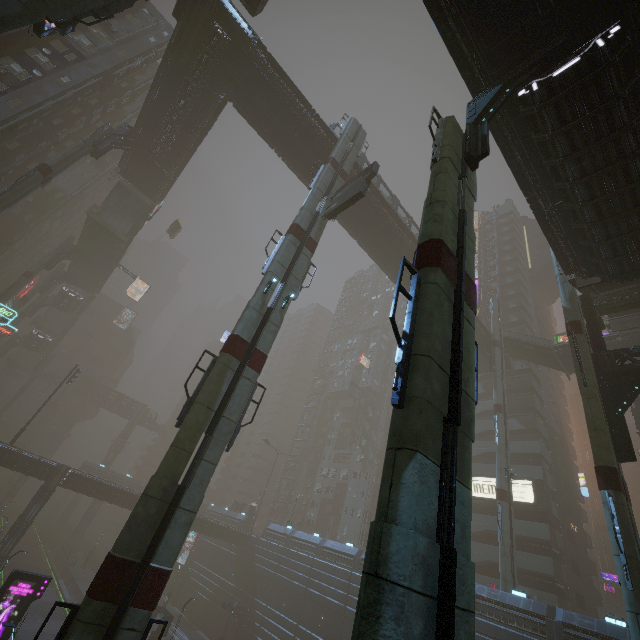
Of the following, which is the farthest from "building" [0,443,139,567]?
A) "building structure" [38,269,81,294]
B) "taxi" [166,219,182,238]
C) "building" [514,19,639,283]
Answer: "building" [514,19,639,283]

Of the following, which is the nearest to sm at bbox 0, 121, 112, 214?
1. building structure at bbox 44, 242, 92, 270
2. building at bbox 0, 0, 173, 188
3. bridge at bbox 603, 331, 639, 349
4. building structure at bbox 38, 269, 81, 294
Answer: building at bbox 0, 0, 173, 188

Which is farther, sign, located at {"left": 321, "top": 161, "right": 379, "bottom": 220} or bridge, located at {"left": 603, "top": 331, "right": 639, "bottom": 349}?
bridge, located at {"left": 603, "top": 331, "right": 639, "bottom": 349}

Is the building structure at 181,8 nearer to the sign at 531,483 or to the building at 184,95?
the building at 184,95

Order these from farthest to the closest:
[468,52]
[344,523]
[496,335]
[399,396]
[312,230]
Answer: [344,523]
[496,335]
[312,230]
[468,52]
[399,396]

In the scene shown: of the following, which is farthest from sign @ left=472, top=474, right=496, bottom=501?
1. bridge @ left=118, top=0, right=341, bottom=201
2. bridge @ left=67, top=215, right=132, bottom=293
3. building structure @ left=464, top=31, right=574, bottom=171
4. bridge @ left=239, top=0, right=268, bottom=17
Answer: bridge @ left=67, top=215, right=132, bottom=293

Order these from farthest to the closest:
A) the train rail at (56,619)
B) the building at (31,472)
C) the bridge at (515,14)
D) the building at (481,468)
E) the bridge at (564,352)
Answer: the building at (481,468), the bridge at (564,352), the building at (31,472), the train rail at (56,619), the bridge at (515,14)

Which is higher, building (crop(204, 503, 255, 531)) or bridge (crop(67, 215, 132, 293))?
bridge (crop(67, 215, 132, 293))
